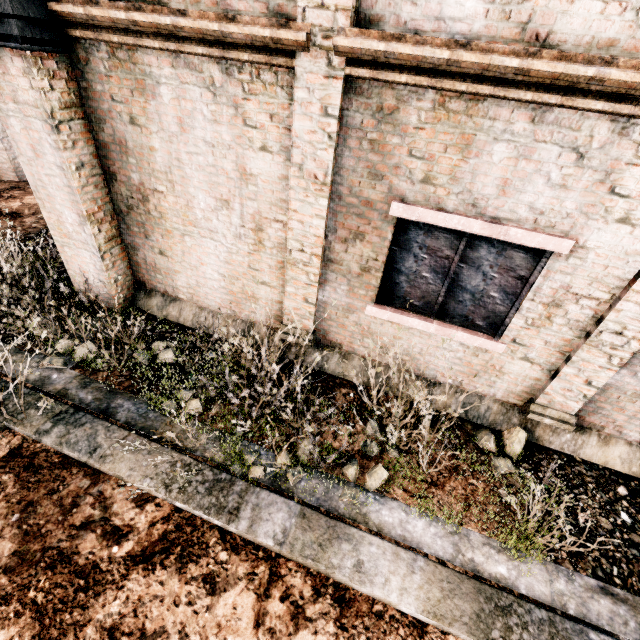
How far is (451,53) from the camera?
3.1 meters
